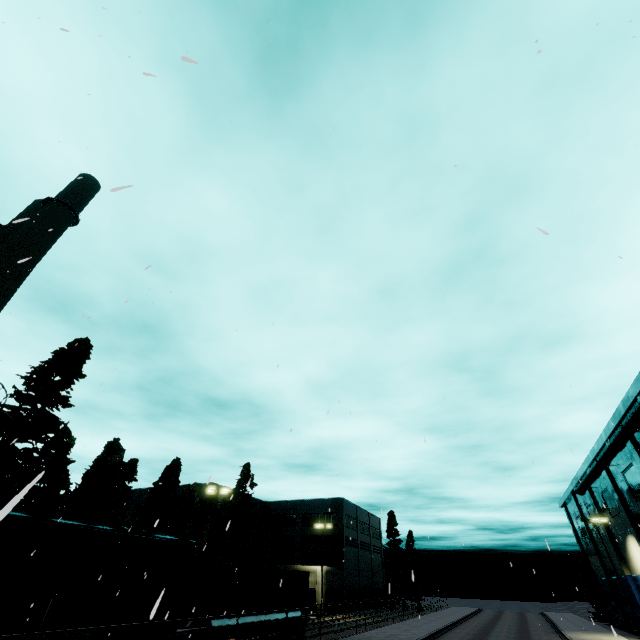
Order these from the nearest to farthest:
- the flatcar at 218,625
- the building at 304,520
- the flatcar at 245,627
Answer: the flatcar at 218,625 → the flatcar at 245,627 → the building at 304,520

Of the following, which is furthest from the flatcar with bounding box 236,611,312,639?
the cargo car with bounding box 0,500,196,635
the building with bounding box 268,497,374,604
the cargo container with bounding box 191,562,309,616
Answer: the building with bounding box 268,497,374,604

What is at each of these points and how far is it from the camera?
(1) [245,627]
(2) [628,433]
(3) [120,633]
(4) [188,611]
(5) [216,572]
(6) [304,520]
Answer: (1) flatcar, 18.97m
(2) pipe, 25.78m
(3) cargo car, 12.77m
(4) cargo container door, 16.97m
(5) cargo container, 18.19m
(6) building, 57.56m

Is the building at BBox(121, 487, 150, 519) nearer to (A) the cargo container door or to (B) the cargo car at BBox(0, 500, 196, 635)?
(A) the cargo container door

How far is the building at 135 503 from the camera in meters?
53.9

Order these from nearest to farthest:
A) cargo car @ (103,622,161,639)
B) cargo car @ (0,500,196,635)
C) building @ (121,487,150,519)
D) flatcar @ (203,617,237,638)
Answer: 1. cargo car @ (0,500,196,635)
2. cargo car @ (103,622,161,639)
3. flatcar @ (203,617,237,638)
4. building @ (121,487,150,519)

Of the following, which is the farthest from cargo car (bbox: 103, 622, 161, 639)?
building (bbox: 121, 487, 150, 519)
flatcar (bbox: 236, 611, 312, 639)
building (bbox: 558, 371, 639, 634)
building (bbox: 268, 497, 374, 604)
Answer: building (bbox: 121, 487, 150, 519)

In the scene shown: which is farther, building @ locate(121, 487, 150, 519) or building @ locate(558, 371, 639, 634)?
building @ locate(121, 487, 150, 519)
